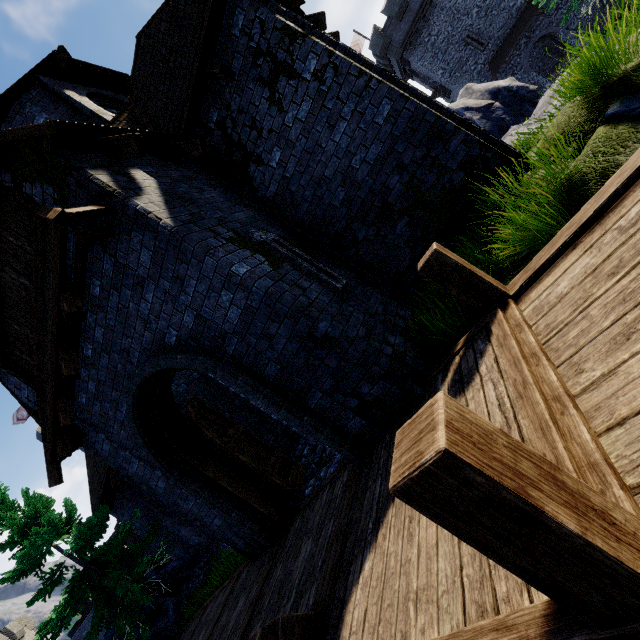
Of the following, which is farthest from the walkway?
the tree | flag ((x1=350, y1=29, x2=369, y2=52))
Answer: flag ((x1=350, y1=29, x2=369, y2=52))

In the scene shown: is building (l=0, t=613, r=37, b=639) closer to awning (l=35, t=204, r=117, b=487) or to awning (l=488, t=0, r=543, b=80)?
awning (l=35, t=204, r=117, b=487)

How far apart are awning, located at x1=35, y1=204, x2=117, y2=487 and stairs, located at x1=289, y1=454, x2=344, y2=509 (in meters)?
4.40

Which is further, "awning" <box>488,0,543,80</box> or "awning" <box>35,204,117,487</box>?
"awning" <box>488,0,543,80</box>

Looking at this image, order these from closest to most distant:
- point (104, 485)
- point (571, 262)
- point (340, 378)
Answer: point (571, 262)
point (340, 378)
point (104, 485)

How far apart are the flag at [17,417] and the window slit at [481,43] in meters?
51.1

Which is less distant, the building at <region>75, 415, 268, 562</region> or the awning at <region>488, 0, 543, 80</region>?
the building at <region>75, 415, 268, 562</region>

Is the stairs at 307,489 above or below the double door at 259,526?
below
